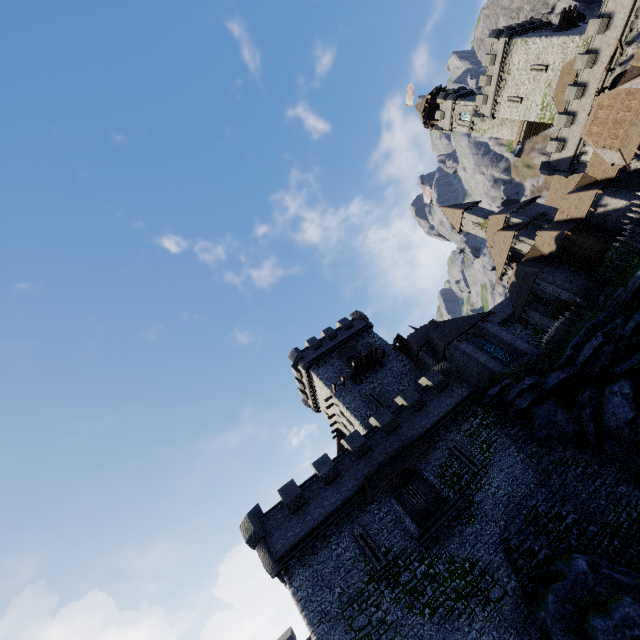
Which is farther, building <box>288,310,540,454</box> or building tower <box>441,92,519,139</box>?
building tower <box>441,92,519,139</box>

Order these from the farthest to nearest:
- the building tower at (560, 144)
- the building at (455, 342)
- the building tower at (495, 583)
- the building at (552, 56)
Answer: the building at (552, 56) < the building tower at (560, 144) < the building at (455, 342) < the building tower at (495, 583)

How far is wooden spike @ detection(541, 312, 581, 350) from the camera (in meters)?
28.16

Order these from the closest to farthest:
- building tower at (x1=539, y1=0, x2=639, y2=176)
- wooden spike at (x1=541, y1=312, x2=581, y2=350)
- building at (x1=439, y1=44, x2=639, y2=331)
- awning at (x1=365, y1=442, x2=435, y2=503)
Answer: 1. awning at (x1=365, y1=442, x2=435, y2=503)
2. building at (x1=439, y1=44, x2=639, y2=331)
3. wooden spike at (x1=541, y1=312, x2=581, y2=350)
4. building tower at (x1=539, y1=0, x2=639, y2=176)

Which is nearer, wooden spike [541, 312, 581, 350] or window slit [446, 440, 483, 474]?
window slit [446, 440, 483, 474]

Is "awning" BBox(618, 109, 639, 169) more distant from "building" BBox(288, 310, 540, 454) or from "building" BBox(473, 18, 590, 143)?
"building" BBox(473, 18, 590, 143)

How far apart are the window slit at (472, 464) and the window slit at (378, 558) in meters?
8.3 m

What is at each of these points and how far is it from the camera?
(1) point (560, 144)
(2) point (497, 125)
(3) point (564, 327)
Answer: (1) building tower, 42.50m
(2) building tower, 55.38m
(3) wooden spike, 28.38m
